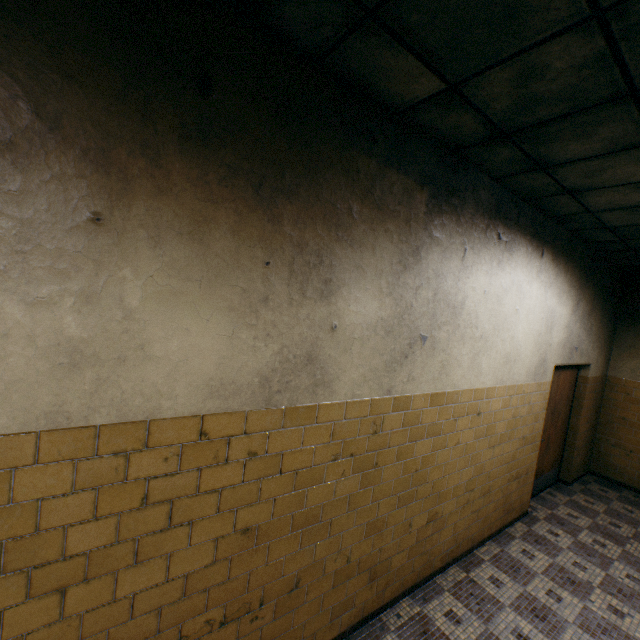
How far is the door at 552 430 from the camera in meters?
5.1

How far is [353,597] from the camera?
2.59m

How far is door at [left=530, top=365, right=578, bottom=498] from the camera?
5.1m
